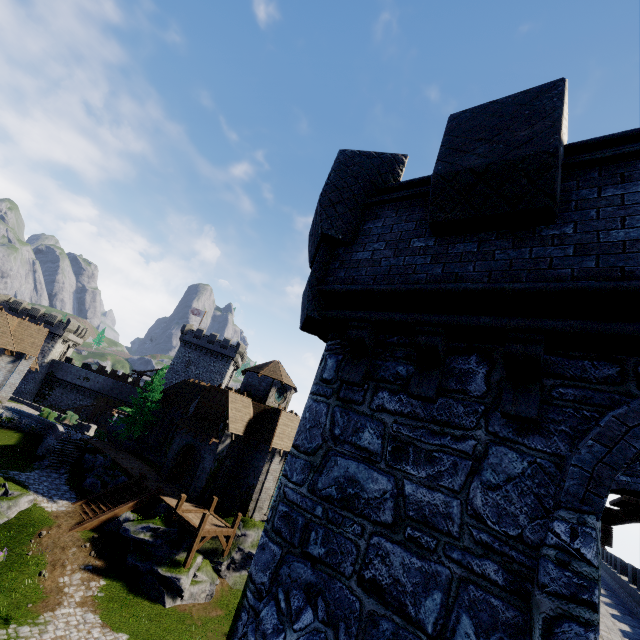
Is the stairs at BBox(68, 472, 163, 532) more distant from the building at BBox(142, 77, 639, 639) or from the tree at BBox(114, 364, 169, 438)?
the building at BBox(142, 77, 639, 639)

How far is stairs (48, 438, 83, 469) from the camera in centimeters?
2839cm

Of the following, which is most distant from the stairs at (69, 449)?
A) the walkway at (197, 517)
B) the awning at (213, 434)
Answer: the walkway at (197, 517)

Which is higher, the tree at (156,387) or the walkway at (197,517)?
the tree at (156,387)

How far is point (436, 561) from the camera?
3.2m

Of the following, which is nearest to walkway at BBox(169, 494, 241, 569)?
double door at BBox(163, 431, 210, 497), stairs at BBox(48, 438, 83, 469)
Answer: double door at BBox(163, 431, 210, 497)

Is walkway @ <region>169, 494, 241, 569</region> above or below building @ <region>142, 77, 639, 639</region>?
below

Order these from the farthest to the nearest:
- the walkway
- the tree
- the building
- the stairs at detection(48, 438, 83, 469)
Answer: the tree
the stairs at detection(48, 438, 83, 469)
the walkway
the building
